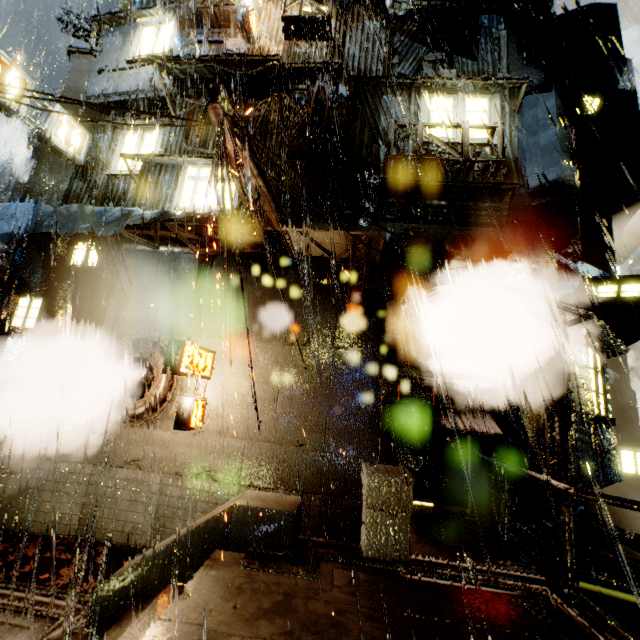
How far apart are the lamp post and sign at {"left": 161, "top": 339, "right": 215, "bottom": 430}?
8.1 meters

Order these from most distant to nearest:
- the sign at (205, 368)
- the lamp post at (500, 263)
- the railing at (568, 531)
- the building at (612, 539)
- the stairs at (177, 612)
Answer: the lamp post at (500, 263) < the building at (612, 539) < the sign at (205, 368) < the railing at (568, 531) < the stairs at (177, 612)

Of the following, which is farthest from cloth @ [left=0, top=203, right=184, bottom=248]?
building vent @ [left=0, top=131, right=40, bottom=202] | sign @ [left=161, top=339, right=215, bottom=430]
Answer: building vent @ [left=0, top=131, right=40, bottom=202]

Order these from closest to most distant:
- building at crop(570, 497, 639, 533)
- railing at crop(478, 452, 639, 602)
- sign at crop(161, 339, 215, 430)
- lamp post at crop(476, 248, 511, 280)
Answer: railing at crop(478, 452, 639, 602) < sign at crop(161, 339, 215, 430) < lamp post at crop(476, 248, 511, 280) < building at crop(570, 497, 639, 533)

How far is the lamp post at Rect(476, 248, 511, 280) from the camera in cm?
924

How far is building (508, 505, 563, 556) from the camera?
8.03m

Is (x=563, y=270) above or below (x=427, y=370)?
above

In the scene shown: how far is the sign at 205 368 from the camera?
7.5m
